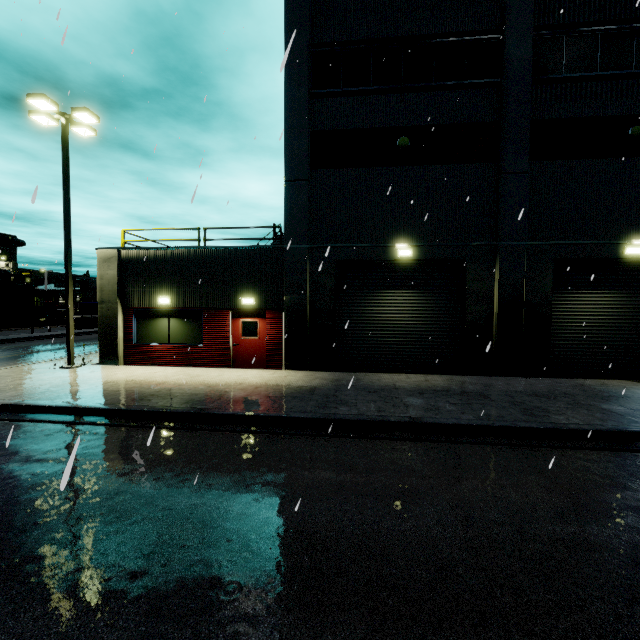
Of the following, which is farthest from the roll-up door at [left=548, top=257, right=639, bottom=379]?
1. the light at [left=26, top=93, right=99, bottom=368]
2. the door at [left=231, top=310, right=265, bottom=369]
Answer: the light at [left=26, top=93, right=99, bottom=368]

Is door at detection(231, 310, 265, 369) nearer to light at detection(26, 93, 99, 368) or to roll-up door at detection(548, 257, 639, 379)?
roll-up door at detection(548, 257, 639, 379)

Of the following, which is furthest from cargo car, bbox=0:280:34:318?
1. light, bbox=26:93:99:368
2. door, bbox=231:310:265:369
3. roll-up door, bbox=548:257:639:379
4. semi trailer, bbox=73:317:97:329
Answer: roll-up door, bbox=548:257:639:379

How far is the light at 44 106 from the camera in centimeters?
1180cm

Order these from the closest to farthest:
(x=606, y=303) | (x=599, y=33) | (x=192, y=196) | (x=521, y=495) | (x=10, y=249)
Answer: (x=192, y=196) → (x=521, y=495) → (x=599, y=33) → (x=606, y=303) → (x=10, y=249)

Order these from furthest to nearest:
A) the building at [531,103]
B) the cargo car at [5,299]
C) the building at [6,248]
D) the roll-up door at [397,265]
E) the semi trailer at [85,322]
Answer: the building at [6,248] < the cargo car at [5,299] < the semi trailer at [85,322] < the roll-up door at [397,265] < the building at [531,103]

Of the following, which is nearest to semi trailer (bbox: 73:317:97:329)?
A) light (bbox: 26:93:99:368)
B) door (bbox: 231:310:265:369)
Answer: light (bbox: 26:93:99:368)

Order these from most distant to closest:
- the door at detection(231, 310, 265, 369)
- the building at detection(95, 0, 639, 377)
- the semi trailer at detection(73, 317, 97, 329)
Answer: the semi trailer at detection(73, 317, 97, 329) < the door at detection(231, 310, 265, 369) < the building at detection(95, 0, 639, 377)
